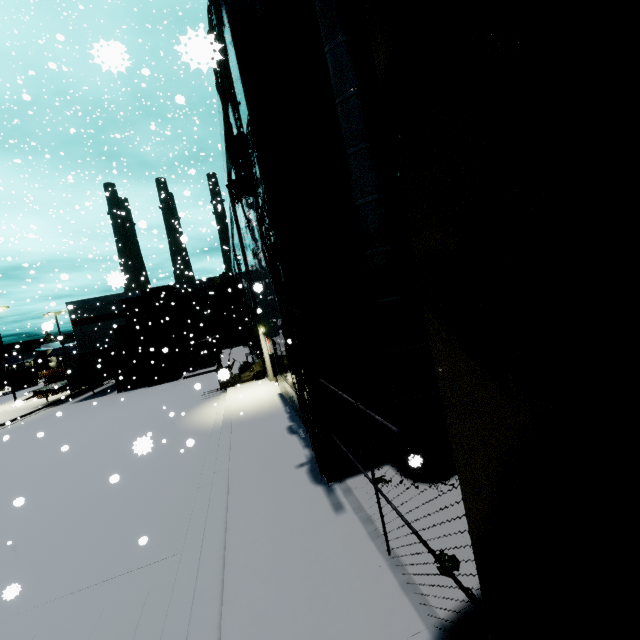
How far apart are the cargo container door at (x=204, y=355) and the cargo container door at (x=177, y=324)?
0.6 meters

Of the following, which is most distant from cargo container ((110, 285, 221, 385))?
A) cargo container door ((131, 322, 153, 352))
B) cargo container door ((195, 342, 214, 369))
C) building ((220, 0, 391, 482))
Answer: cargo container door ((195, 342, 214, 369))

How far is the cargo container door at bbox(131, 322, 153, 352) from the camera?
26.58m

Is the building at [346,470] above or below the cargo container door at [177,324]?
below

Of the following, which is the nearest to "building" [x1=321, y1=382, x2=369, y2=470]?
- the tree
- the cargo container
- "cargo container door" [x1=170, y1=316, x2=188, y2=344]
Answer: the tree

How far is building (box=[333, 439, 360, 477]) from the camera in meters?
6.0

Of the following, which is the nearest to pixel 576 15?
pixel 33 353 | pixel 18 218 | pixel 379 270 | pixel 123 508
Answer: pixel 379 270

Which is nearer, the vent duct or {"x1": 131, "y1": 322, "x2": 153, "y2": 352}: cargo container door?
the vent duct
